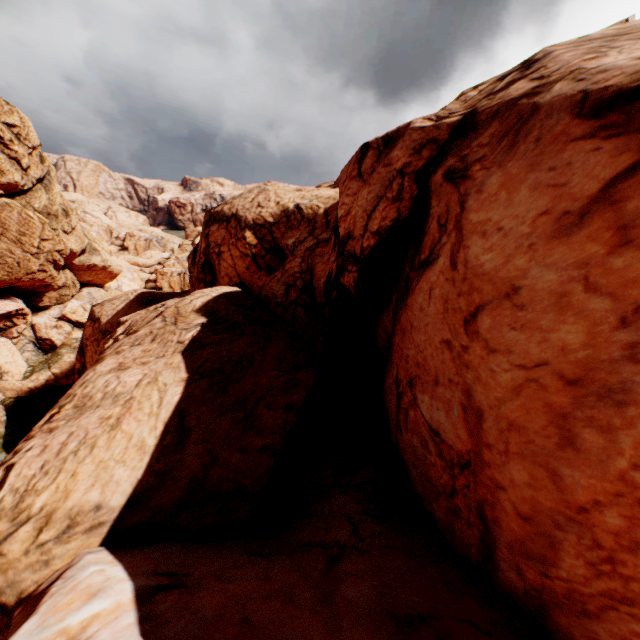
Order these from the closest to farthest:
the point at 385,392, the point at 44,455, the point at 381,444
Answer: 1. the point at 44,455
2. the point at 381,444
3. the point at 385,392
